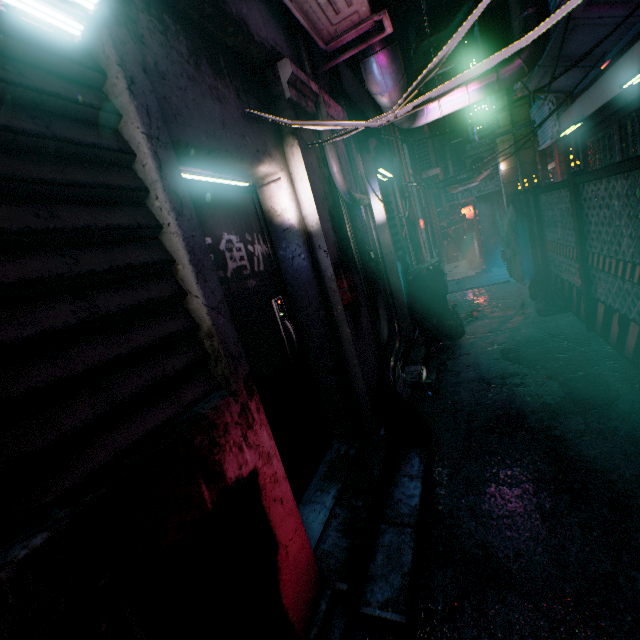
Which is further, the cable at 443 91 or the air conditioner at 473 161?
the air conditioner at 473 161

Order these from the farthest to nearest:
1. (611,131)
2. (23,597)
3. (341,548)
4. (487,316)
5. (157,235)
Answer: (487,316), (611,131), (341,548), (157,235), (23,597)

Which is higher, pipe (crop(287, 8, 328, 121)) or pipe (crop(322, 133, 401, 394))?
pipe (crop(287, 8, 328, 121))

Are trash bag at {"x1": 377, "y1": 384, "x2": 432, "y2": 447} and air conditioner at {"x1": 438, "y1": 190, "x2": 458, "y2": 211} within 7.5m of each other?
no

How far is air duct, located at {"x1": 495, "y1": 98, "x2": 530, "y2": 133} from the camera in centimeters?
633cm

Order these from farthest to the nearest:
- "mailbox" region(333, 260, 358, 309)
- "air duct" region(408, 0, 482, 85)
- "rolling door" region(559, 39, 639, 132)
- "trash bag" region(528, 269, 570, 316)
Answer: "air duct" region(408, 0, 482, 85)
"trash bag" region(528, 269, 570, 316)
"rolling door" region(559, 39, 639, 132)
"mailbox" region(333, 260, 358, 309)

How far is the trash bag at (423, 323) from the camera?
4.7m

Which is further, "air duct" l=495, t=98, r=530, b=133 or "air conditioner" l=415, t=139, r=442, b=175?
"air conditioner" l=415, t=139, r=442, b=175
